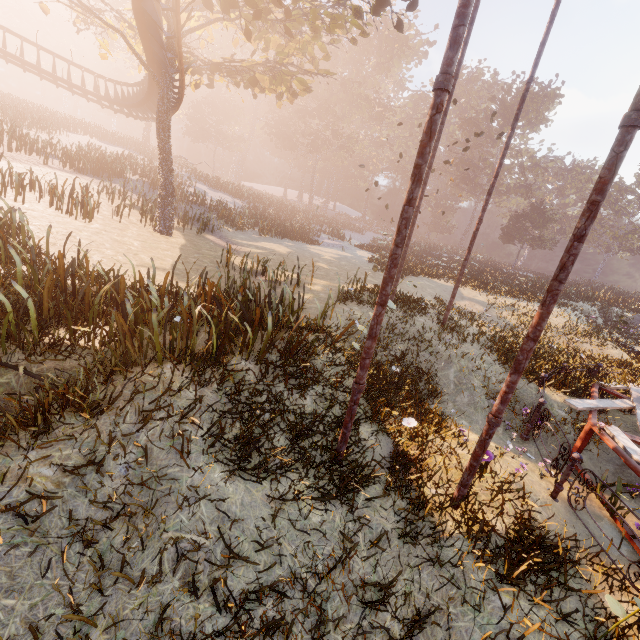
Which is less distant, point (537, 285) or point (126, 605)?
point (126, 605)

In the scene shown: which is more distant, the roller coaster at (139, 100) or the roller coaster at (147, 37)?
the roller coaster at (139, 100)

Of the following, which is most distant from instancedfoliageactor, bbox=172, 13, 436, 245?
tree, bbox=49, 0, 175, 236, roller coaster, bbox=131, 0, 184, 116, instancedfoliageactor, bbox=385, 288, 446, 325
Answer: roller coaster, bbox=131, 0, 184, 116

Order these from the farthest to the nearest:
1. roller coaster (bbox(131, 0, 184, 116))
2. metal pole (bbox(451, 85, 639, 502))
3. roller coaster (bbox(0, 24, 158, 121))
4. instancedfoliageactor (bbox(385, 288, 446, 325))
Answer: roller coaster (bbox(0, 24, 158, 121)), instancedfoliageactor (bbox(385, 288, 446, 325)), roller coaster (bbox(131, 0, 184, 116)), metal pole (bbox(451, 85, 639, 502))

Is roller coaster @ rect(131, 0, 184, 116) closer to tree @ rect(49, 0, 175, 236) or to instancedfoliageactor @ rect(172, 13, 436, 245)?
tree @ rect(49, 0, 175, 236)

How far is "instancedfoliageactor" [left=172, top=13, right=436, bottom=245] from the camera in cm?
3247

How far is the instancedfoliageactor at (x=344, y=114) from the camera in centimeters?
3247cm

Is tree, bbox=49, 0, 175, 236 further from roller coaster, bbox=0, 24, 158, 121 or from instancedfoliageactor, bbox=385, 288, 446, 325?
instancedfoliageactor, bbox=385, 288, 446, 325
